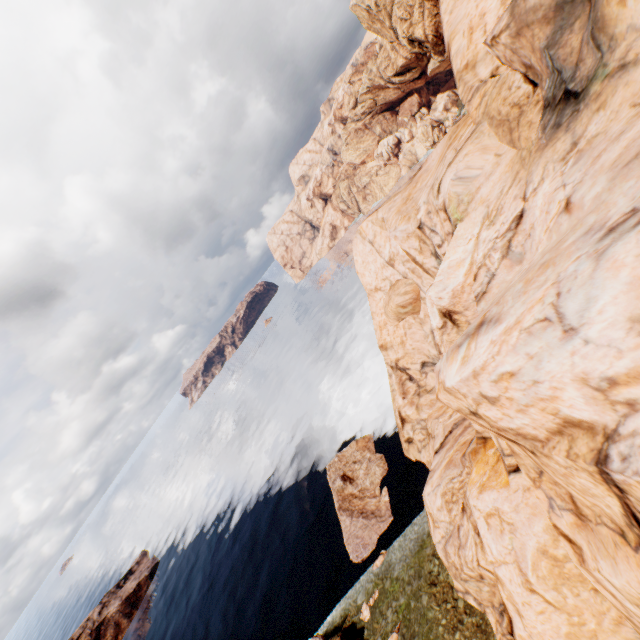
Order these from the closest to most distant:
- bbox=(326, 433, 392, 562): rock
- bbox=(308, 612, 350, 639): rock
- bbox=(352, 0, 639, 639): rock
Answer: bbox=(352, 0, 639, 639): rock, bbox=(308, 612, 350, 639): rock, bbox=(326, 433, 392, 562): rock

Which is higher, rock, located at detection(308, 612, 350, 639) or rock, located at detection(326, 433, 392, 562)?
rock, located at detection(308, 612, 350, 639)

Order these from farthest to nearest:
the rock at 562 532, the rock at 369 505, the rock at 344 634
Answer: the rock at 369 505, the rock at 344 634, the rock at 562 532

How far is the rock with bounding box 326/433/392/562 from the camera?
32.75m

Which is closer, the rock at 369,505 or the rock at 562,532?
the rock at 562,532

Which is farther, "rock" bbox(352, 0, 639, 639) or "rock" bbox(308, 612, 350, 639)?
"rock" bbox(308, 612, 350, 639)

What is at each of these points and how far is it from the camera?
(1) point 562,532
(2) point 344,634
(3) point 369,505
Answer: (1) rock, 9.29m
(2) rock, 26.64m
(3) rock, 35.06m
